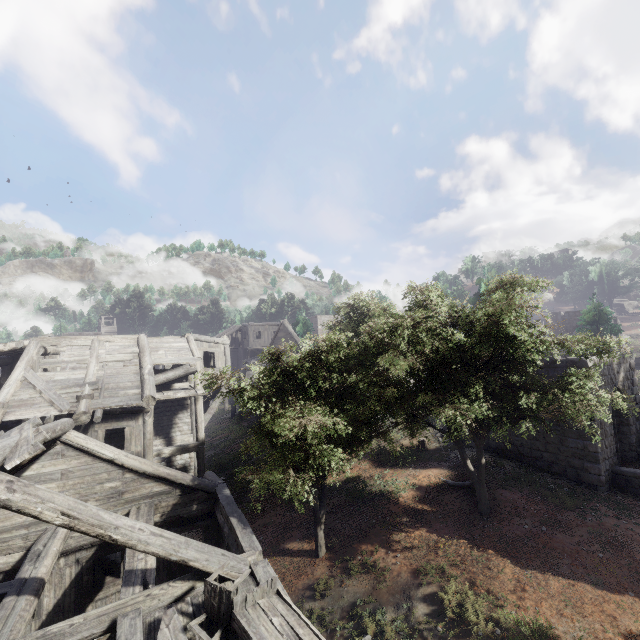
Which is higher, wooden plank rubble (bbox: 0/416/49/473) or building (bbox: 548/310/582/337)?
building (bbox: 548/310/582/337)

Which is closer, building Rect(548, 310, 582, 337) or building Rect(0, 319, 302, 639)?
building Rect(0, 319, 302, 639)

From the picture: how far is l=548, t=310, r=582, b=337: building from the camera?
41.1m

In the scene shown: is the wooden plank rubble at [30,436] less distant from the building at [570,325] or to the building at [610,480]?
the building at [610,480]

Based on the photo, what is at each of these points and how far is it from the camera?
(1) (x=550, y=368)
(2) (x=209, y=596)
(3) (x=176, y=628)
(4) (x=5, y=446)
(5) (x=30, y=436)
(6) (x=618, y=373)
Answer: (1) building, 14.2m
(2) broken furniture, 5.7m
(3) building, 5.4m
(4) building, 6.0m
(5) wooden plank rubble, 6.5m
(6) building, 14.9m

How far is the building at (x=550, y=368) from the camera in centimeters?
1323cm

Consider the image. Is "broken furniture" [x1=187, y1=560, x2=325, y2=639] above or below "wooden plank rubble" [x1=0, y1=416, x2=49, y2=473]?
below

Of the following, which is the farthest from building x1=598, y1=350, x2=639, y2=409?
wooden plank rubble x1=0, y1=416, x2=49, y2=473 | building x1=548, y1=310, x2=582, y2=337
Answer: building x1=548, y1=310, x2=582, y2=337
